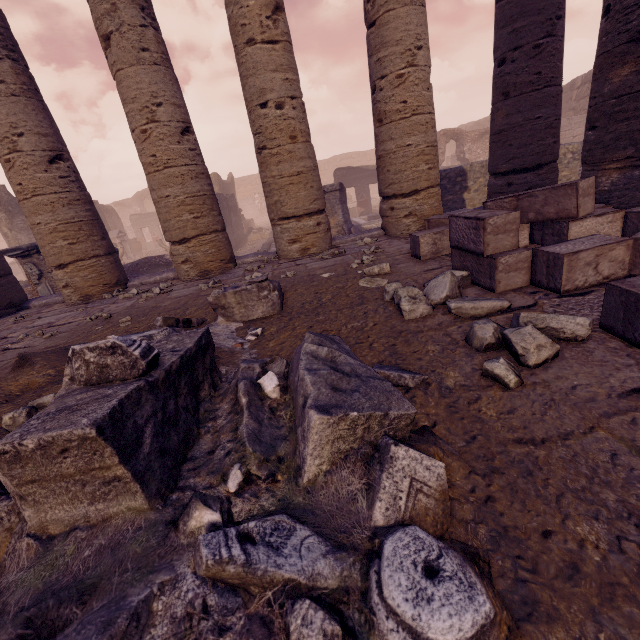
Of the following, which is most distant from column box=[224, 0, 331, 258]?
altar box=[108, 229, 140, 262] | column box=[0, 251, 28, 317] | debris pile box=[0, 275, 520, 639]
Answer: altar box=[108, 229, 140, 262]

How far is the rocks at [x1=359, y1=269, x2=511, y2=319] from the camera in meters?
2.3

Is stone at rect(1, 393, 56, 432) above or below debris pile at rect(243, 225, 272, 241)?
above

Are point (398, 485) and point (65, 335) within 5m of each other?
yes

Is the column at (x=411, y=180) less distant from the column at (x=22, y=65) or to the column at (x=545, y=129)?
the column at (x=545, y=129)

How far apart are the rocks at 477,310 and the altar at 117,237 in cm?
2197

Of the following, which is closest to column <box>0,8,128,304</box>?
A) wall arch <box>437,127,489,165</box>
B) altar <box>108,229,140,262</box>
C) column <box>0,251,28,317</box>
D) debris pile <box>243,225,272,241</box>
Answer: column <box>0,251,28,317</box>

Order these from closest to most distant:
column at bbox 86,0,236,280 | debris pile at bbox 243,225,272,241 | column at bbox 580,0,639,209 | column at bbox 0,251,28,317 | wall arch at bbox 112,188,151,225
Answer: column at bbox 580,0,639,209
column at bbox 86,0,236,280
column at bbox 0,251,28,317
debris pile at bbox 243,225,272,241
wall arch at bbox 112,188,151,225
